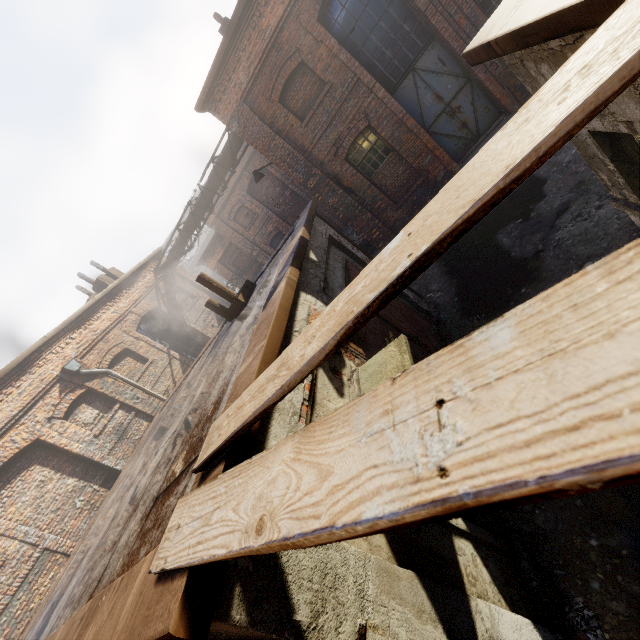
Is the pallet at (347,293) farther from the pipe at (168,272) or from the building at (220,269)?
the building at (220,269)

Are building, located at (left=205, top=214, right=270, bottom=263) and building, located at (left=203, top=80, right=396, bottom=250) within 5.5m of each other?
no

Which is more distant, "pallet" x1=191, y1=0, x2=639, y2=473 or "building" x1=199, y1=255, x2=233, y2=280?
"building" x1=199, y1=255, x2=233, y2=280

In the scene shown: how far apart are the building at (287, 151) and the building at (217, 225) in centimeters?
969cm

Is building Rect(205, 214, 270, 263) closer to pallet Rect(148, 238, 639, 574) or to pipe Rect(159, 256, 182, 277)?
pipe Rect(159, 256, 182, 277)

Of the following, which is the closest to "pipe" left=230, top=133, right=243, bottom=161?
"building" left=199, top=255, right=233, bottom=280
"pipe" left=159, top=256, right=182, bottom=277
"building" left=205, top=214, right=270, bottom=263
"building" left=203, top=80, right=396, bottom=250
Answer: "building" left=203, top=80, right=396, bottom=250

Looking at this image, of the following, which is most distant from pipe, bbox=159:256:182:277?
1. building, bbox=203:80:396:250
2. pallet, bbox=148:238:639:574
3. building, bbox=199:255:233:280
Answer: pallet, bbox=148:238:639:574

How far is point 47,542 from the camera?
7.71m
